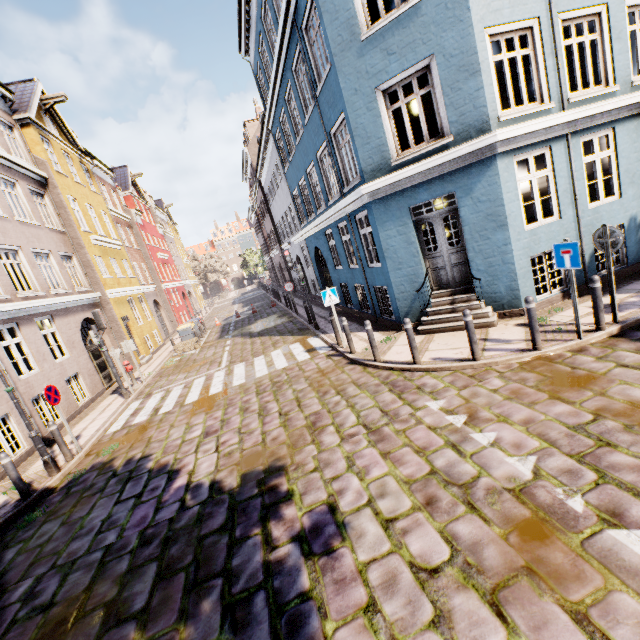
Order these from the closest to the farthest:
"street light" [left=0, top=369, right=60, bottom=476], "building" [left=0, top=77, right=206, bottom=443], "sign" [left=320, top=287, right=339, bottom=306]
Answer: "street light" [left=0, top=369, right=60, bottom=476] < "sign" [left=320, top=287, right=339, bottom=306] < "building" [left=0, top=77, right=206, bottom=443]

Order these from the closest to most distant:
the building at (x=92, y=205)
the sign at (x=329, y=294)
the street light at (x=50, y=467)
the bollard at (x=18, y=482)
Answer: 1. the bollard at (x=18, y=482)
2. the street light at (x=50, y=467)
3. the sign at (x=329, y=294)
4. the building at (x=92, y=205)

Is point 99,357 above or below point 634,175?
below

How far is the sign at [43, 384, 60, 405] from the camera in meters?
7.8

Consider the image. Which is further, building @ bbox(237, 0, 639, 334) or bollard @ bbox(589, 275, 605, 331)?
building @ bbox(237, 0, 639, 334)

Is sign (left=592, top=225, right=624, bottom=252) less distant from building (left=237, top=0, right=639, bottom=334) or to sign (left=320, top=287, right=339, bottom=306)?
building (left=237, top=0, right=639, bottom=334)

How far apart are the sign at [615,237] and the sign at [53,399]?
12.60m

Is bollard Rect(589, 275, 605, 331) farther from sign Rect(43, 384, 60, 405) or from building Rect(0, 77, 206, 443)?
sign Rect(43, 384, 60, 405)
